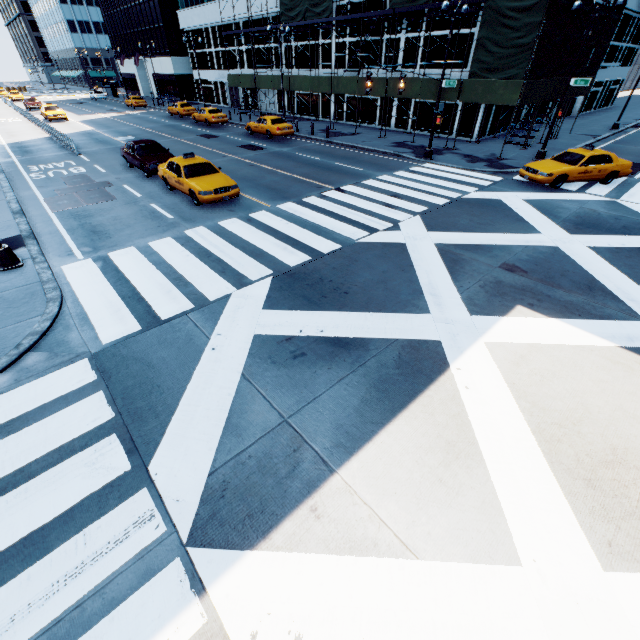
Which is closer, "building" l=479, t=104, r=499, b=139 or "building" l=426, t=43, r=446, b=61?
"building" l=426, t=43, r=446, b=61

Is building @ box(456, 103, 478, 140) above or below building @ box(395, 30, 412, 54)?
below

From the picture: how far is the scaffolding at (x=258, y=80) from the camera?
32.3m

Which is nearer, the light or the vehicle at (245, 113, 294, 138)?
the light

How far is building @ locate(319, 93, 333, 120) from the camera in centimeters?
3325cm

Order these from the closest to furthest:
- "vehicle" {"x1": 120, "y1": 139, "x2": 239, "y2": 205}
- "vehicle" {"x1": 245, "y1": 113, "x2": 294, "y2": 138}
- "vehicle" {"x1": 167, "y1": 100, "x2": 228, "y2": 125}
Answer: "vehicle" {"x1": 120, "y1": 139, "x2": 239, "y2": 205} → "vehicle" {"x1": 245, "y1": 113, "x2": 294, "y2": 138} → "vehicle" {"x1": 167, "y1": 100, "x2": 228, "y2": 125}

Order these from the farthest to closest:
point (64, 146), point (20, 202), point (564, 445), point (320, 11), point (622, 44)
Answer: point (622, 44) → point (320, 11) → point (64, 146) → point (20, 202) → point (564, 445)

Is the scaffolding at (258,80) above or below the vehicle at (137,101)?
above
